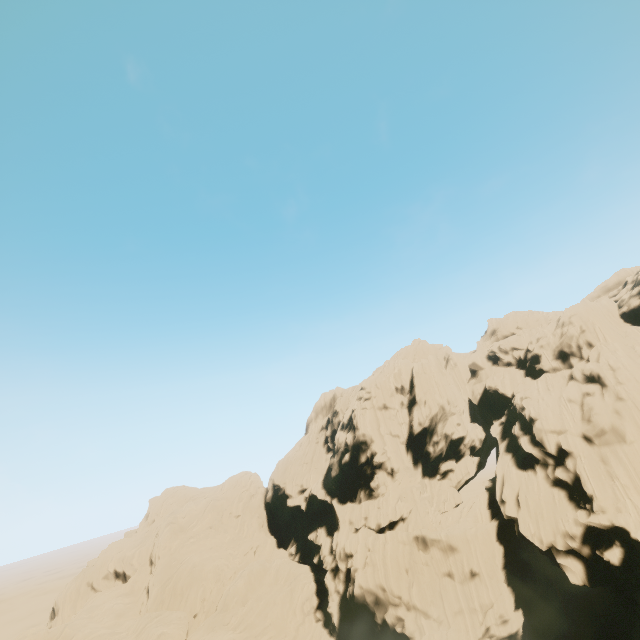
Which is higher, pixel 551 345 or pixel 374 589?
pixel 551 345
